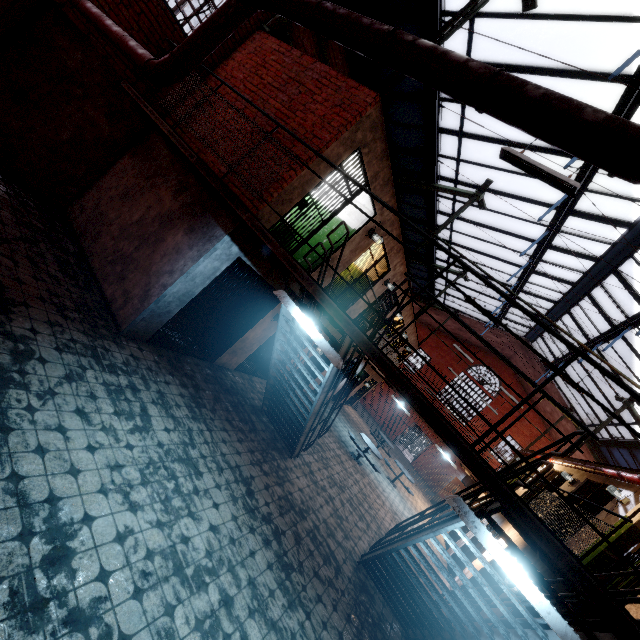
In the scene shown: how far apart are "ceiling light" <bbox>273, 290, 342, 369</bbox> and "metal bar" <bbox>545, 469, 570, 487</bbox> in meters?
11.3 m

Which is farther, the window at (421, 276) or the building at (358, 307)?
the window at (421, 276)

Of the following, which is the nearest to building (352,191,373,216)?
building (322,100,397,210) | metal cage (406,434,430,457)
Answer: building (322,100,397,210)

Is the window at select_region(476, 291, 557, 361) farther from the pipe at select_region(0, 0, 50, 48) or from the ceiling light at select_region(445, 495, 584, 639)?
the ceiling light at select_region(445, 495, 584, 639)

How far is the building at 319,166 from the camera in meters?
5.5 m

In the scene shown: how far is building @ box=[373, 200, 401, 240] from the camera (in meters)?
7.63

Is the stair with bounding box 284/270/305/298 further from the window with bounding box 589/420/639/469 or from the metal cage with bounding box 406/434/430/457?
the metal cage with bounding box 406/434/430/457

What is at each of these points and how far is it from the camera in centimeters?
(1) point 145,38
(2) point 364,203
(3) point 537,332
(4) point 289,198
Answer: (1) trim, 613cm
(2) building, 814cm
(3) window, 1812cm
(4) building, 572cm
